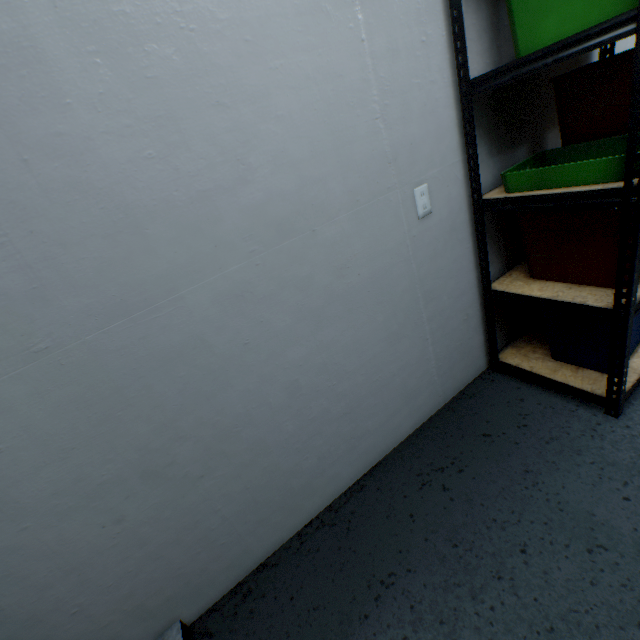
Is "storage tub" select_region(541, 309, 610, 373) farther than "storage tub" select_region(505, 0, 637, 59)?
Yes

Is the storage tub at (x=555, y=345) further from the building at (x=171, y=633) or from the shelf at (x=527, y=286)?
the building at (x=171, y=633)

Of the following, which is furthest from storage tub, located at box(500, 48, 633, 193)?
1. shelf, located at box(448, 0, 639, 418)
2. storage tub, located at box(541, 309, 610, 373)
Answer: storage tub, located at box(541, 309, 610, 373)

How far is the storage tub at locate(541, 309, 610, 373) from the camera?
1.48m

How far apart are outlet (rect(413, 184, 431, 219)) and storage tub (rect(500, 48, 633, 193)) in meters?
0.4

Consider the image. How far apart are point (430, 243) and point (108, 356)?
1.34m

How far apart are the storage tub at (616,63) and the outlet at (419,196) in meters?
0.4

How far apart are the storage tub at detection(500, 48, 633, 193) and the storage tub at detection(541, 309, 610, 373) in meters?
0.6
